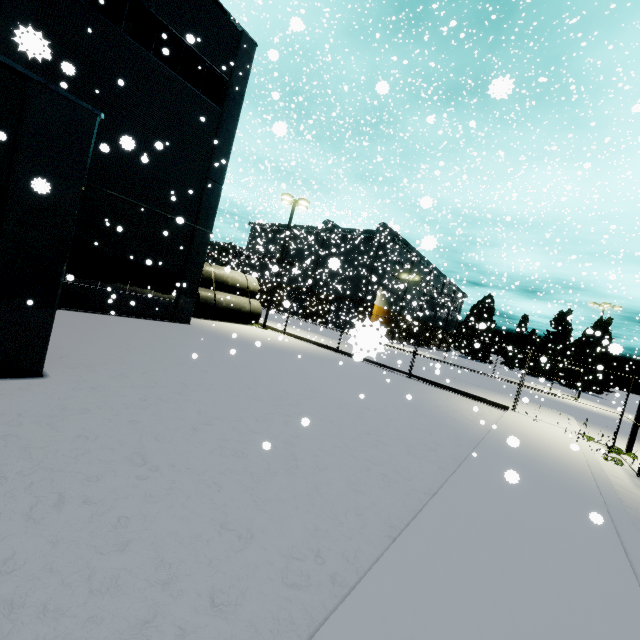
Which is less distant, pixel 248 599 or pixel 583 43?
pixel 248 599

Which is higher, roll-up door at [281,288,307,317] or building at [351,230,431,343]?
building at [351,230,431,343]

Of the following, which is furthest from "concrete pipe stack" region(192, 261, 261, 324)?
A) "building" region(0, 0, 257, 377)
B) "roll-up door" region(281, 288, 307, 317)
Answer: "roll-up door" region(281, 288, 307, 317)

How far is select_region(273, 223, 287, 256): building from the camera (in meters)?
42.79

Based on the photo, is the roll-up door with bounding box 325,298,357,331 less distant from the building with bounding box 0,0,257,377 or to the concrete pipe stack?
the building with bounding box 0,0,257,377

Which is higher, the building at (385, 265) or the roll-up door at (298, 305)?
the building at (385, 265)

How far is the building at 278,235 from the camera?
42.79m
